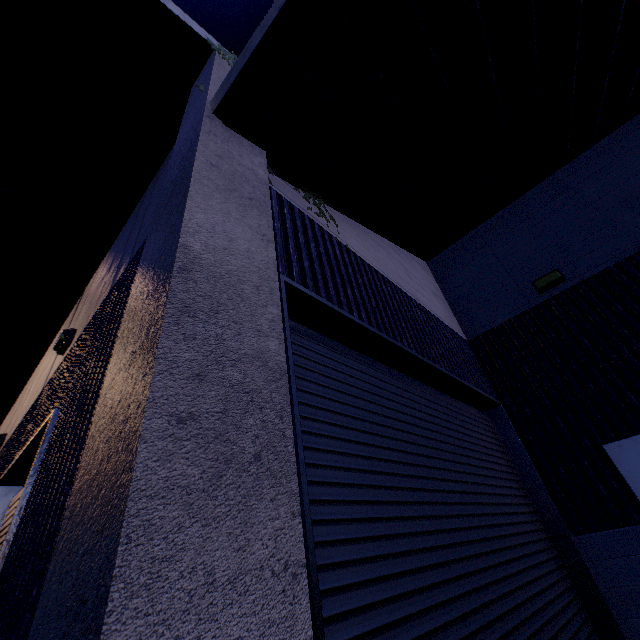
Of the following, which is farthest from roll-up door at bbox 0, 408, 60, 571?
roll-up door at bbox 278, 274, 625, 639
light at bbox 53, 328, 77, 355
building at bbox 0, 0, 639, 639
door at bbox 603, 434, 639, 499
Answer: door at bbox 603, 434, 639, 499

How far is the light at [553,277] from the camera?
5.9m

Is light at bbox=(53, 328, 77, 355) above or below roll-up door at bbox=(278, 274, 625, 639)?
above

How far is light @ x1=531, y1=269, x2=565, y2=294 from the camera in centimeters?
591cm

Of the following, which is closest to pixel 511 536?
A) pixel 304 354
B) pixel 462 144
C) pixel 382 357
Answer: pixel 382 357

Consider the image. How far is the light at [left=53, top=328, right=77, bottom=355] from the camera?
5.2m

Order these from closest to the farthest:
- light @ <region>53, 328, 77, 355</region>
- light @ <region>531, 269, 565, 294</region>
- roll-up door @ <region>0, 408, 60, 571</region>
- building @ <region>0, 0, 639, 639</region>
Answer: building @ <region>0, 0, 639, 639</region> → roll-up door @ <region>0, 408, 60, 571</region> → light @ <region>53, 328, 77, 355</region> → light @ <region>531, 269, 565, 294</region>

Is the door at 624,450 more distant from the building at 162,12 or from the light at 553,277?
the light at 553,277
